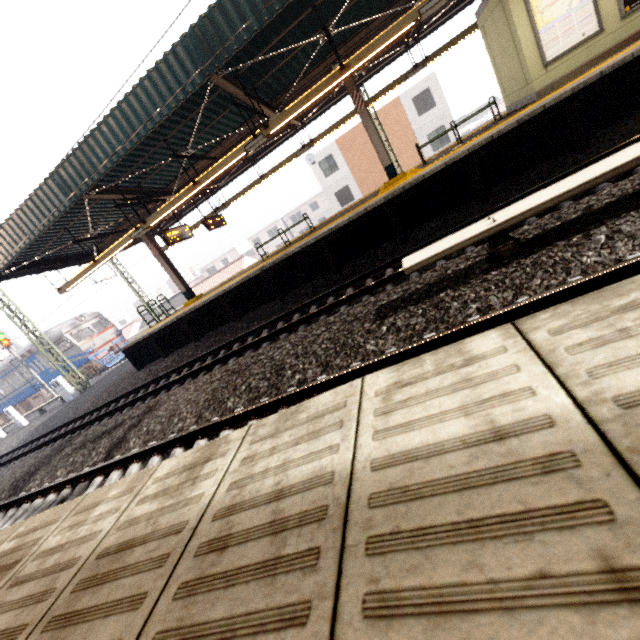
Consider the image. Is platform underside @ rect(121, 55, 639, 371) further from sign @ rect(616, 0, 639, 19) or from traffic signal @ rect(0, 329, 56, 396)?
traffic signal @ rect(0, 329, 56, 396)

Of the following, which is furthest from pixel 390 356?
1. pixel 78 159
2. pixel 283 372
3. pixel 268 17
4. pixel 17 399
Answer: pixel 17 399

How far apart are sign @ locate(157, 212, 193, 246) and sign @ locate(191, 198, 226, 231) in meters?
1.3

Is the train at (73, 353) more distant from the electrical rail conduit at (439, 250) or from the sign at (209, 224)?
the electrical rail conduit at (439, 250)

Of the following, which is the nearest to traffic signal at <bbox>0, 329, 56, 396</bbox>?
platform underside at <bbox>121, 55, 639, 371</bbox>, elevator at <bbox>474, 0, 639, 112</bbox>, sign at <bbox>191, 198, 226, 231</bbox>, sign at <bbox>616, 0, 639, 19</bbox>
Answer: platform underside at <bbox>121, 55, 639, 371</bbox>

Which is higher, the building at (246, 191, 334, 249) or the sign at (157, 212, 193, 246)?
the sign at (157, 212, 193, 246)

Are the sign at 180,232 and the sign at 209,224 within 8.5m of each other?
yes

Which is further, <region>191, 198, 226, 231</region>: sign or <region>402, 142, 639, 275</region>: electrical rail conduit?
<region>191, 198, 226, 231</region>: sign
